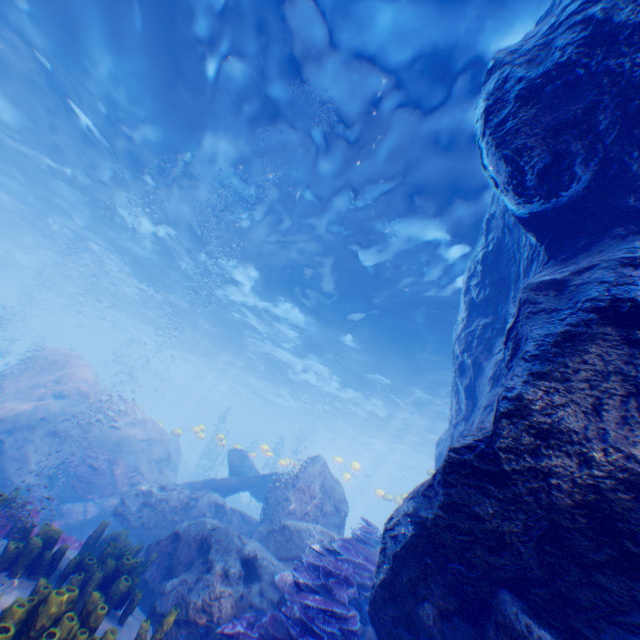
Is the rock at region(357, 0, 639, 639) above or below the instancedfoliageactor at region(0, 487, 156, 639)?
above

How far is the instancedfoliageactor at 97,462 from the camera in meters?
11.3 m

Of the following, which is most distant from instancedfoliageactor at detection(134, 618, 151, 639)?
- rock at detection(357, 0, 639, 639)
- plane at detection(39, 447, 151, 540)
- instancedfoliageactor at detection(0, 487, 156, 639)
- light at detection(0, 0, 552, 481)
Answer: light at detection(0, 0, 552, 481)

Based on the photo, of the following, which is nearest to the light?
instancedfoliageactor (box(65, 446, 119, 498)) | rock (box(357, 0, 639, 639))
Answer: rock (box(357, 0, 639, 639))

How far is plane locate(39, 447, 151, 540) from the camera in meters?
10.3 m

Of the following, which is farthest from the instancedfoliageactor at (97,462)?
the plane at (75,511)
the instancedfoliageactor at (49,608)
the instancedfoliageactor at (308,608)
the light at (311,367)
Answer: the light at (311,367)

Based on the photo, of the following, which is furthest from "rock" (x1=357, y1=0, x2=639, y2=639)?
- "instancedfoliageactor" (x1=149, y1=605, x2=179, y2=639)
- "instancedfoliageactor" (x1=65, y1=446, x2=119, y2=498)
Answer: "instancedfoliageactor" (x1=149, y1=605, x2=179, y2=639)

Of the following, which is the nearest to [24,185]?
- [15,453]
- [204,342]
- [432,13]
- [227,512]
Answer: [15,453]
